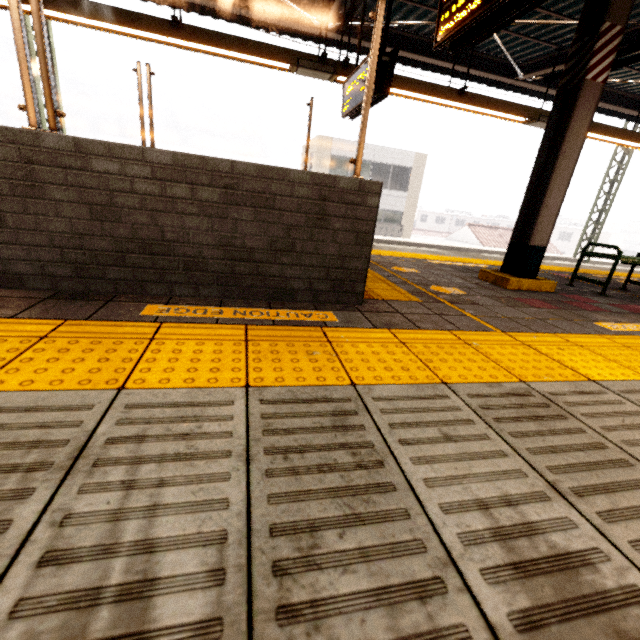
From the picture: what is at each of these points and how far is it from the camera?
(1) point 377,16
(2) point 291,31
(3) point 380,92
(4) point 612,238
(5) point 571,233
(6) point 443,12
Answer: (1) rolling shutter, 2.1 meters
(2) awning structure, 6.7 meters
(3) sign, 4.1 meters
(4) building, 49.9 meters
(5) building, 49.5 meters
(6) sign, 2.6 meters

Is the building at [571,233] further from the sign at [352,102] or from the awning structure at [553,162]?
the sign at [352,102]

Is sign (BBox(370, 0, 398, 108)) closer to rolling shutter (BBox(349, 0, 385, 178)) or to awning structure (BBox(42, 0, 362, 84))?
awning structure (BBox(42, 0, 362, 84))

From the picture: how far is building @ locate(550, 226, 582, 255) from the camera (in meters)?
48.81

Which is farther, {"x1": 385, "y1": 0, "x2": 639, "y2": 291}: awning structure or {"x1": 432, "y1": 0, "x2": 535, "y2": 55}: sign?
{"x1": 385, "y1": 0, "x2": 639, "y2": 291}: awning structure

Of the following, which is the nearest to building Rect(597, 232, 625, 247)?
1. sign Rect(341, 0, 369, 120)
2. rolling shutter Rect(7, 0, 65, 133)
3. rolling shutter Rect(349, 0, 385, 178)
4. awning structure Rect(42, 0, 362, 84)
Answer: awning structure Rect(42, 0, 362, 84)

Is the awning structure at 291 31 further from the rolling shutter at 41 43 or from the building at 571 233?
the building at 571 233
